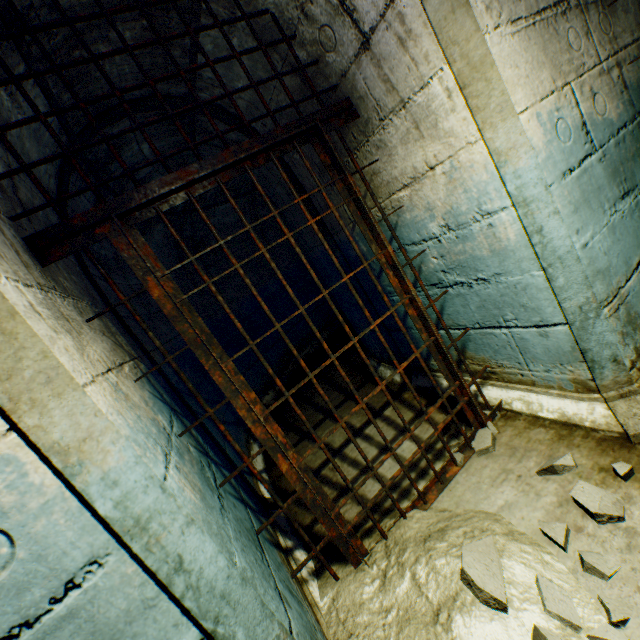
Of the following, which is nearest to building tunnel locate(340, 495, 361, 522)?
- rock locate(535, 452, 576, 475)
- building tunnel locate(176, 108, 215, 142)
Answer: rock locate(535, 452, 576, 475)

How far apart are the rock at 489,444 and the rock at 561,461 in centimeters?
52cm

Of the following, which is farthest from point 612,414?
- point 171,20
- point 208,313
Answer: point 208,313

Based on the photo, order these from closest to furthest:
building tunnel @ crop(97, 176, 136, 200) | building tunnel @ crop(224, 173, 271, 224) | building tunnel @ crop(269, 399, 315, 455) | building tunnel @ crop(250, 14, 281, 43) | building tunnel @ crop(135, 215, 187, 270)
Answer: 1. building tunnel @ crop(250, 14, 281, 43)
2. building tunnel @ crop(97, 176, 136, 200)
3. building tunnel @ crop(269, 399, 315, 455)
4. building tunnel @ crop(135, 215, 187, 270)
5. building tunnel @ crop(224, 173, 271, 224)

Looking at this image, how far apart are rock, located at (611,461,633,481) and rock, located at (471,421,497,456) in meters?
0.5

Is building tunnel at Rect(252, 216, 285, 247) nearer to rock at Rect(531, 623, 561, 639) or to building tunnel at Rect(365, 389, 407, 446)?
building tunnel at Rect(365, 389, 407, 446)

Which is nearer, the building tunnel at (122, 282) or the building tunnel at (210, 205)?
the building tunnel at (122, 282)
